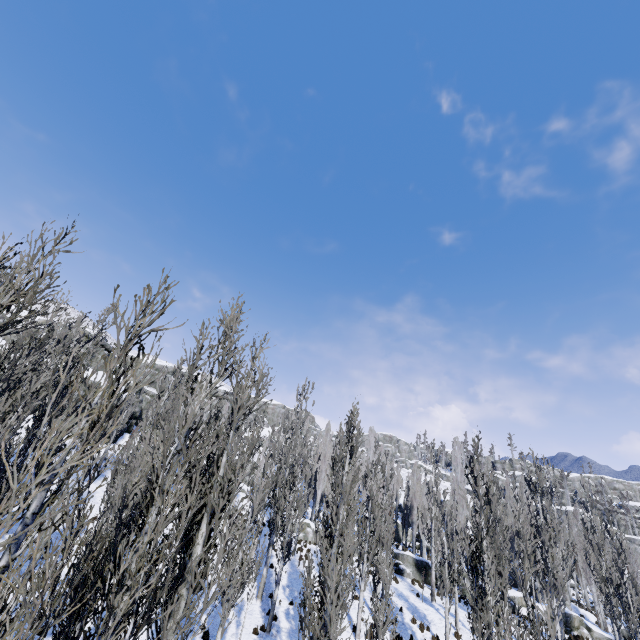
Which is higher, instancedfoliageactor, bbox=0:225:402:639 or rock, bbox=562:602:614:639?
instancedfoliageactor, bbox=0:225:402:639

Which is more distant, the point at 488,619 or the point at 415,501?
the point at 415,501

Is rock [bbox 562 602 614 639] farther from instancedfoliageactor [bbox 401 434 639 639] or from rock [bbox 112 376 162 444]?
rock [bbox 112 376 162 444]

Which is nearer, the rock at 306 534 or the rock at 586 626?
the rock at 586 626

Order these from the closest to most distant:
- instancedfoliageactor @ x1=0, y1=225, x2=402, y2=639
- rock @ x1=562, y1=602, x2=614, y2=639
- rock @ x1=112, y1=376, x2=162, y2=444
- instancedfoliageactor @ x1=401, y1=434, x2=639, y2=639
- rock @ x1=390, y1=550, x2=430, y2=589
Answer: instancedfoliageactor @ x1=0, y1=225, x2=402, y2=639 → instancedfoliageactor @ x1=401, y1=434, x2=639, y2=639 → rock @ x1=562, y1=602, x2=614, y2=639 → rock @ x1=390, y1=550, x2=430, y2=589 → rock @ x1=112, y1=376, x2=162, y2=444

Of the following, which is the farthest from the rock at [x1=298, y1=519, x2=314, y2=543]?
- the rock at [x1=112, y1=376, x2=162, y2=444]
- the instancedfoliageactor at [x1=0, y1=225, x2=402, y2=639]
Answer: the rock at [x1=112, y1=376, x2=162, y2=444]

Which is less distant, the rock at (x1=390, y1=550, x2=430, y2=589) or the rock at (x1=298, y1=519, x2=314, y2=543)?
the rock at (x1=390, y1=550, x2=430, y2=589)
